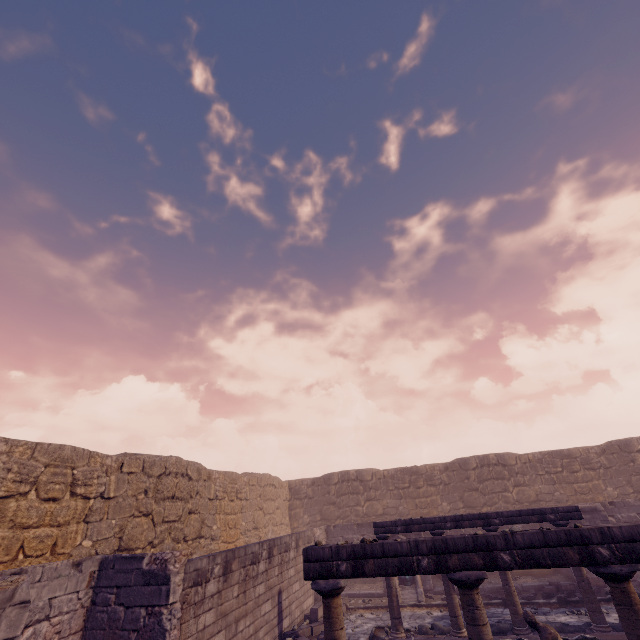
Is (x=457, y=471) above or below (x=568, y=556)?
above

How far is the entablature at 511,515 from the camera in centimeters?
917cm

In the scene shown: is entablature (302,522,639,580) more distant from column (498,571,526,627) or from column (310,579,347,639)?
column (498,571,526,627)

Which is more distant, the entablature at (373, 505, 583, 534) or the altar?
the altar

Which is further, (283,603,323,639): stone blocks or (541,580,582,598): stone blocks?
(541,580,582,598): stone blocks

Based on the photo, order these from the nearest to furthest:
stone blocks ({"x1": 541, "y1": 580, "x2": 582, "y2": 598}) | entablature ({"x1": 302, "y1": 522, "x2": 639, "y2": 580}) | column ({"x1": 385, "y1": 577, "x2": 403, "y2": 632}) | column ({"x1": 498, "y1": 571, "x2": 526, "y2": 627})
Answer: entablature ({"x1": 302, "y1": 522, "x2": 639, "y2": 580}) → column ({"x1": 498, "y1": 571, "x2": 526, "y2": 627}) → column ({"x1": 385, "y1": 577, "x2": 403, "y2": 632}) → stone blocks ({"x1": 541, "y1": 580, "x2": 582, "y2": 598})

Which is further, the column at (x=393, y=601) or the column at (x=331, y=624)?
the column at (x=393, y=601)

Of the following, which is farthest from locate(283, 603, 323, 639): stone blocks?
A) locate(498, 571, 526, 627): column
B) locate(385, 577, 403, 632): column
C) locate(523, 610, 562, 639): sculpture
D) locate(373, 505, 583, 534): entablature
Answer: locate(523, 610, 562, 639): sculpture
